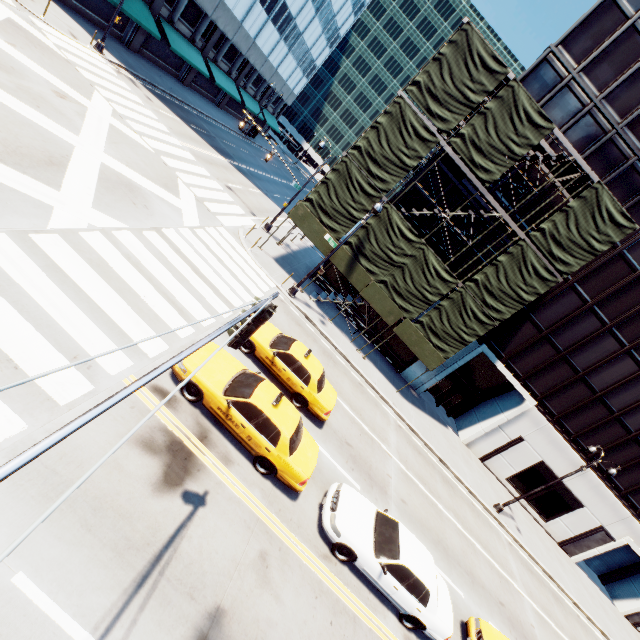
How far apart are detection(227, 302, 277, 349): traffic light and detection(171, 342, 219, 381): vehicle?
4.3 meters

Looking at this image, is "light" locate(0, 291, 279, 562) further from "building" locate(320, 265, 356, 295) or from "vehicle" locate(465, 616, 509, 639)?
"building" locate(320, 265, 356, 295)

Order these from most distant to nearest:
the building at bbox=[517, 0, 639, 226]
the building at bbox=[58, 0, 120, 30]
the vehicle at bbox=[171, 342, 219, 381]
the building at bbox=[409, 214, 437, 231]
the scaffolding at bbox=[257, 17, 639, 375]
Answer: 1. the building at bbox=[58, 0, 120, 30]
2. the building at bbox=[409, 214, 437, 231]
3. the building at bbox=[517, 0, 639, 226]
4. the scaffolding at bbox=[257, 17, 639, 375]
5. the vehicle at bbox=[171, 342, 219, 381]

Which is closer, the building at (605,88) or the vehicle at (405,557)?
the vehicle at (405,557)

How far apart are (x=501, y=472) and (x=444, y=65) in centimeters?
2816cm

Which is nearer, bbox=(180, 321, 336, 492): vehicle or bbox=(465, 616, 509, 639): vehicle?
bbox=(180, 321, 336, 492): vehicle

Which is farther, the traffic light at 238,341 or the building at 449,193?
the building at 449,193

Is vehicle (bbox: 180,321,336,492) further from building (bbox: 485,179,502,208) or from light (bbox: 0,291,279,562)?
building (bbox: 485,179,502,208)
